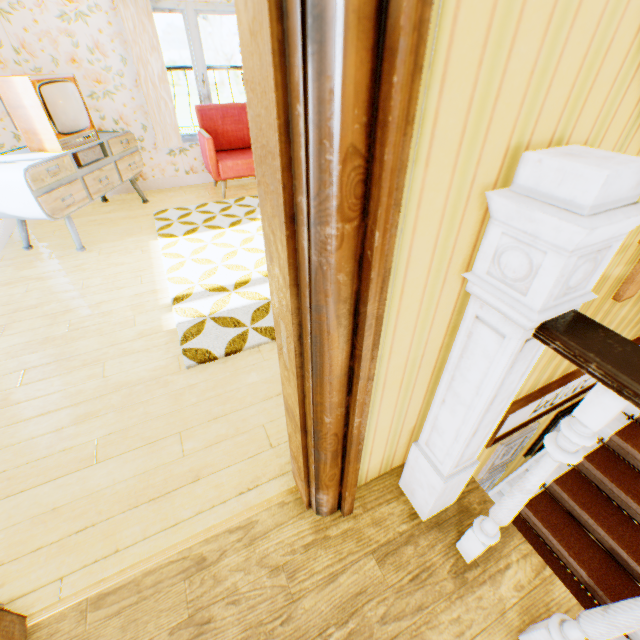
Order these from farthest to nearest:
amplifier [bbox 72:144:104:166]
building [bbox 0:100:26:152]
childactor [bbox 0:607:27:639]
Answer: building [bbox 0:100:26:152], amplifier [bbox 72:144:104:166], childactor [bbox 0:607:27:639]

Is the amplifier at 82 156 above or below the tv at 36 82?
below

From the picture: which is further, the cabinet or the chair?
the chair

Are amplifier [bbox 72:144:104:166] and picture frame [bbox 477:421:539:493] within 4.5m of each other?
no

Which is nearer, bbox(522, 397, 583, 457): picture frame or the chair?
bbox(522, 397, 583, 457): picture frame

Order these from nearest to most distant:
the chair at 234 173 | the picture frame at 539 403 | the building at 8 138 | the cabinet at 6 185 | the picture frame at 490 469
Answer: the picture frame at 539 403 < the picture frame at 490 469 < the cabinet at 6 185 < the building at 8 138 < the chair at 234 173

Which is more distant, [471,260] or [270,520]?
[270,520]

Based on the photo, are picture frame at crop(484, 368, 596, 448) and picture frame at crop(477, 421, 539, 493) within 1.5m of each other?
yes
